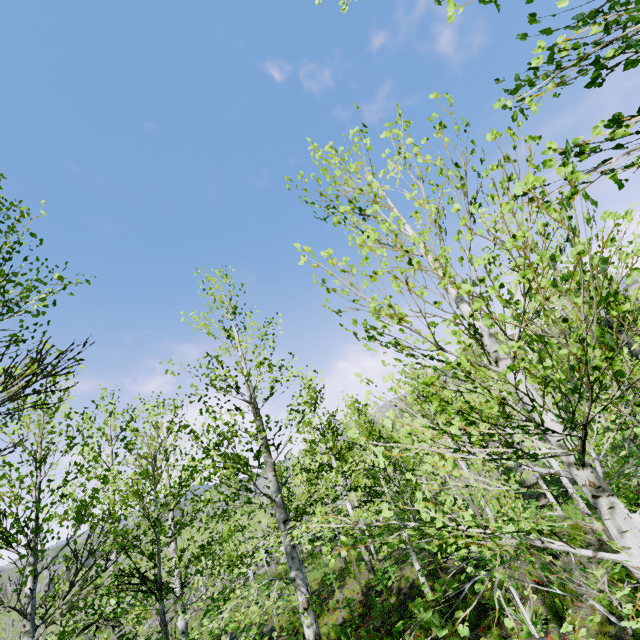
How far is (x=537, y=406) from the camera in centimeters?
263cm
